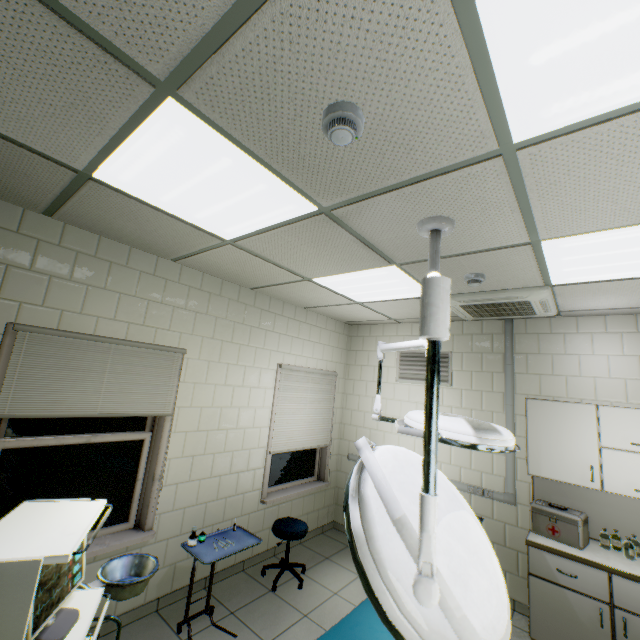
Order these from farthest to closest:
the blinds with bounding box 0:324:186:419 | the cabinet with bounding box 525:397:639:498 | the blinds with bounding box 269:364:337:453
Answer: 1. the blinds with bounding box 269:364:337:453
2. the cabinet with bounding box 525:397:639:498
3. the blinds with bounding box 0:324:186:419

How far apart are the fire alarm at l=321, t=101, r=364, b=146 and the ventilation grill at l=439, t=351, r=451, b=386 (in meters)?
3.81

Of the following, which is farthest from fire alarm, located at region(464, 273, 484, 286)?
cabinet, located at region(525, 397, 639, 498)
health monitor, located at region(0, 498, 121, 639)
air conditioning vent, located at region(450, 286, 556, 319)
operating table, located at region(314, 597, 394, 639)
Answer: health monitor, located at region(0, 498, 121, 639)

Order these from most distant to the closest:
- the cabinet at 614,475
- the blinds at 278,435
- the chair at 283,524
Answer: the blinds at 278,435 < the chair at 283,524 < the cabinet at 614,475

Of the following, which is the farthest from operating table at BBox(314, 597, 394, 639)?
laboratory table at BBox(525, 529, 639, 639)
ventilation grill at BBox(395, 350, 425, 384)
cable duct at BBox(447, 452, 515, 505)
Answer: ventilation grill at BBox(395, 350, 425, 384)

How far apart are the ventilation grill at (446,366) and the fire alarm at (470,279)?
1.9m

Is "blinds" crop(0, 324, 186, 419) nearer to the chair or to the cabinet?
the chair

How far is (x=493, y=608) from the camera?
0.9m
